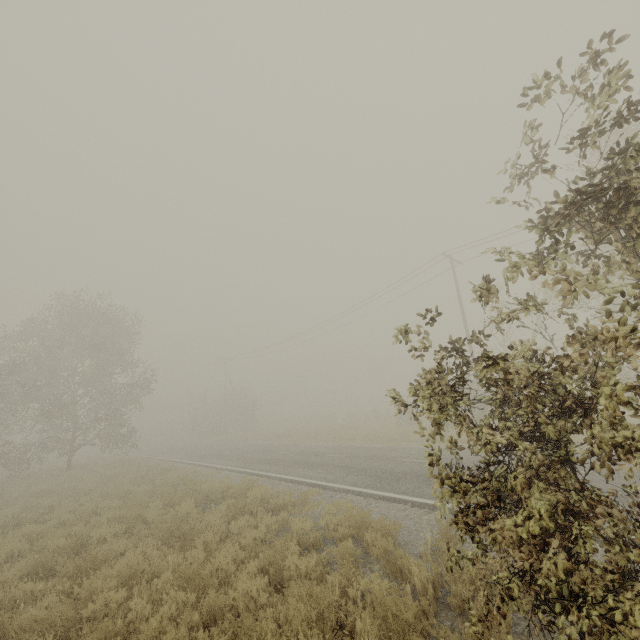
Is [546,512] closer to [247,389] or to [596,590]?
[596,590]
